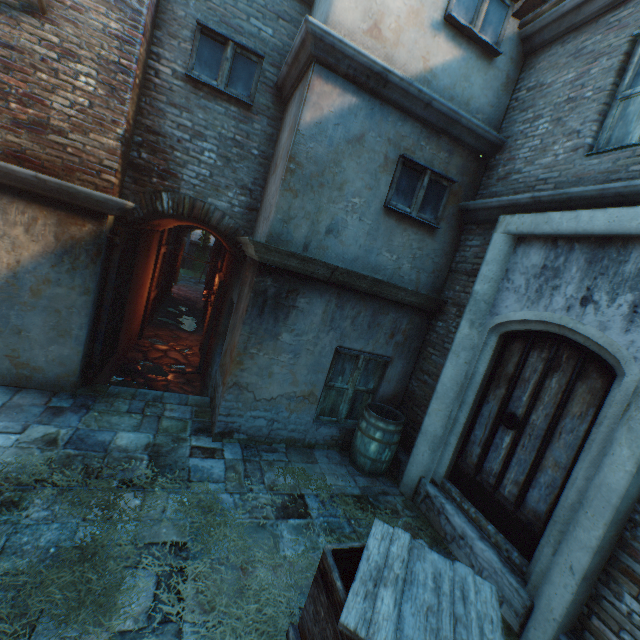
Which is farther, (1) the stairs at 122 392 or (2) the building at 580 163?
(1) the stairs at 122 392

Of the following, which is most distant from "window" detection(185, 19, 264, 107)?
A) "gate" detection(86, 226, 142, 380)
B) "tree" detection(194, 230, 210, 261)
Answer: "tree" detection(194, 230, 210, 261)

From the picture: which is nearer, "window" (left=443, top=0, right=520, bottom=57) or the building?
the building

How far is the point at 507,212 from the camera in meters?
4.3 m

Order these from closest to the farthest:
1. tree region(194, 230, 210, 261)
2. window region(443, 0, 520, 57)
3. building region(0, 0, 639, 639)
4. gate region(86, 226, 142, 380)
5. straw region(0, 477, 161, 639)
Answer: straw region(0, 477, 161, 639), building region(0, 0, 639, 639), window region(443, 0, 520, 57), gate region(86, 226, 142, 380), tree region(194, 230, 210, 261)

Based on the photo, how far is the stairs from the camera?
5.1 meters

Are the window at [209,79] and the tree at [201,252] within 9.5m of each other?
no

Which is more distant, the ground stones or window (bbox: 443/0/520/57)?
the ground stones
